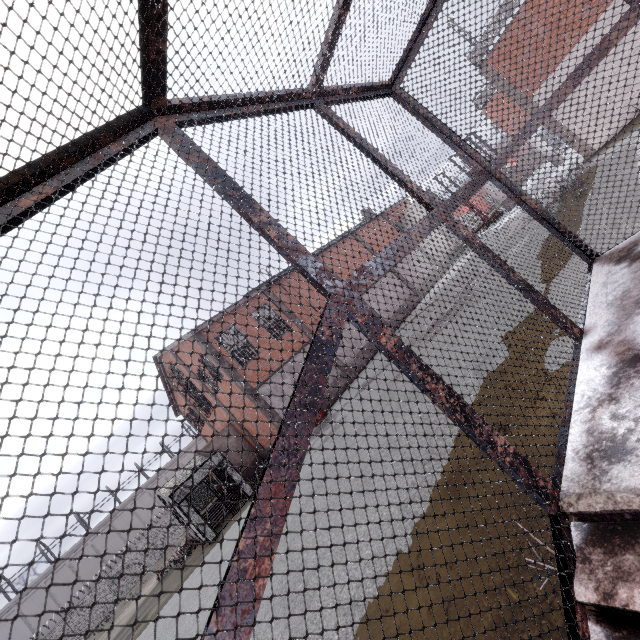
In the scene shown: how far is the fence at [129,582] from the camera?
31.4 meters

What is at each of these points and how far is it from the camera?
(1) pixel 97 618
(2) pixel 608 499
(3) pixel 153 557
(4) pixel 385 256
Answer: (1) fence, 30.0m
(2) stair, 1.4m
(3) fence, 33.6m
(4) cage, 2.0m

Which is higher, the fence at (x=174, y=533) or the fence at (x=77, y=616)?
the fence at (x=77, y=616)

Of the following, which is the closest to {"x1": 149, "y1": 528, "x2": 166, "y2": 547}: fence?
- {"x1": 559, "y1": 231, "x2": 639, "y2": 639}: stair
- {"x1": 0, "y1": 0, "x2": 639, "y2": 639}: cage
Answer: {"x1": 0, "y1": 0, "x2": 639, "y2": 639}: cage

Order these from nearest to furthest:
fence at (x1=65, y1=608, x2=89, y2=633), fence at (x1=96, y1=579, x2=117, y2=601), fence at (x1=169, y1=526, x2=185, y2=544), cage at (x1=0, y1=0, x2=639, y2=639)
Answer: cage at (x1=0, y1=0, x2=639, y2=639) < fence at (x1=65, y1=608, x2=89, y2=633) < fence at (x1=96, y1=579, x2=117, y2=601) < fence at (x1=169, y1=526, x2=185, y2=544)

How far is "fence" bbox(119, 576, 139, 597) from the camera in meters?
31.4 m

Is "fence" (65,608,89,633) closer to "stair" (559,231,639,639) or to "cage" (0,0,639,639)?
"cage" (0,0,639,639)
